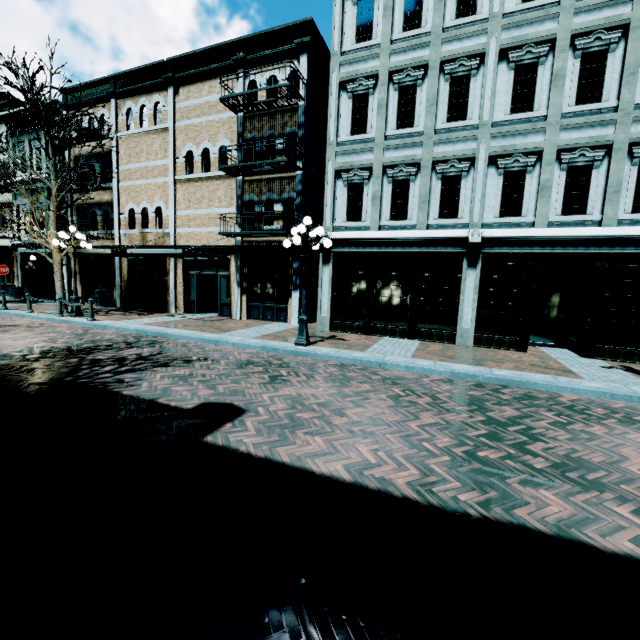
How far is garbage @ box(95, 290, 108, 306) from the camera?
17.5 meters

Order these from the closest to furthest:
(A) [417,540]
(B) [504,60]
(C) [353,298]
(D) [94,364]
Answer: (A) [417,540] → (D) [94,364] → (B) [504,60] → (C) [353,298]

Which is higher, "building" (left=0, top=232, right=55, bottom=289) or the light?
"building" (left=0, top=232, right=55, bottom=289)

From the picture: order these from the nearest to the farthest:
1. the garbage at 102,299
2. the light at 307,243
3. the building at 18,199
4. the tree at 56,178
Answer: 1. the light at 307,243
2. the tree at 56,178
3. the garbage at 102,299
4. the building at 18,199

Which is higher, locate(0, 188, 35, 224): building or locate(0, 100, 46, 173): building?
locate(0, 100, 46, 173): building

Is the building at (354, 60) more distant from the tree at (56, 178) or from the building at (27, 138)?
the tree at (56, 178)

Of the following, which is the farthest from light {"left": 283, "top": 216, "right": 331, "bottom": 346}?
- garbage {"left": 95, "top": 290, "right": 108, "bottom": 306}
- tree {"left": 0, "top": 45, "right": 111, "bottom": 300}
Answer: garbage {"left": 95, "top": 290, "right": 108, "bottom": 306}

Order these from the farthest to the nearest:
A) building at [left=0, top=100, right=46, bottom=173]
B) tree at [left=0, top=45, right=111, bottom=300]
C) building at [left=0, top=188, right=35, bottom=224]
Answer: building at [left=0, top=188, right=35, bottom=224] → building at [left=0, top=100, right=46, bottom=173] → tree at [left=0, top=45, right=111, bottom=300]
